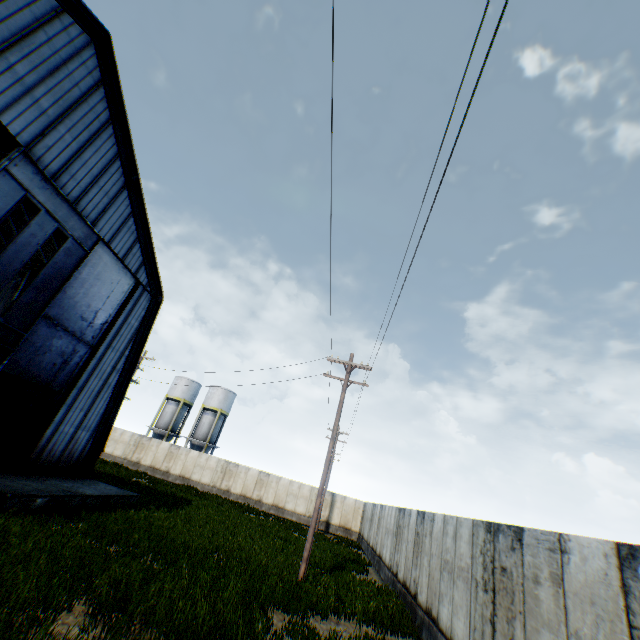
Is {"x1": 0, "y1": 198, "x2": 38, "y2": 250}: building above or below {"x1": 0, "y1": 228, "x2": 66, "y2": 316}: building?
above

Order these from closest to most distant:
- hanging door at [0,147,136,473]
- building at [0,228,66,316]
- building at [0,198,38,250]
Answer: hanging door at [0,147,136,473]
building at [0,198,38,250]
building at [0,228,66,316]

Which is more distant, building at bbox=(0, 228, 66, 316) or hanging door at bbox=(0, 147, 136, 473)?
building at bbox=(0, 228, 66, 316)

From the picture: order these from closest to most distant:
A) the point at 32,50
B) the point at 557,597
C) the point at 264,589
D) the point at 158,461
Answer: the point at 557,597 → the point at 264,589 → the point at 32,50 → the point at 158,461

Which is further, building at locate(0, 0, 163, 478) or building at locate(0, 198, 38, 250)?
building at locate(0, 198, 38, 250)

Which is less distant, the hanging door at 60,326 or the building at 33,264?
the hanging door at 60,326

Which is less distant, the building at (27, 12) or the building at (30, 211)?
the building at (27, 12)
